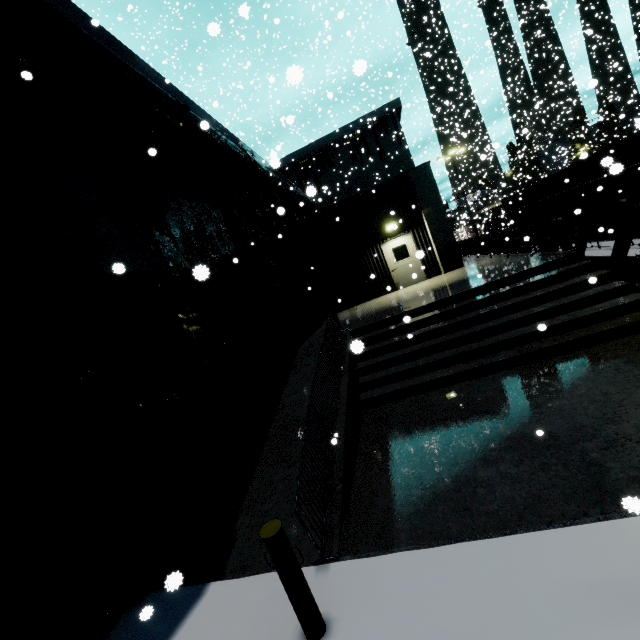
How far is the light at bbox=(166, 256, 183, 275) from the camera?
7.90m

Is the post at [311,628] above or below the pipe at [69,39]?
below

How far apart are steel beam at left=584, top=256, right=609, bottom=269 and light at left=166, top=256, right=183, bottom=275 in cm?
1210

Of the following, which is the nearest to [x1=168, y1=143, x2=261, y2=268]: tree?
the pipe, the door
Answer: the pipe

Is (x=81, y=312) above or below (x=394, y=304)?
above

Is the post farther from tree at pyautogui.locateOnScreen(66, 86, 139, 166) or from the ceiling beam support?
the ceiling beam support

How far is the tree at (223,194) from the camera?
11.5 meters

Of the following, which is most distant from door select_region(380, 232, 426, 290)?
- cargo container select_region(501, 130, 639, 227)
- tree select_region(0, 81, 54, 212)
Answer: tree select_region(0, 81, 54, 212)
